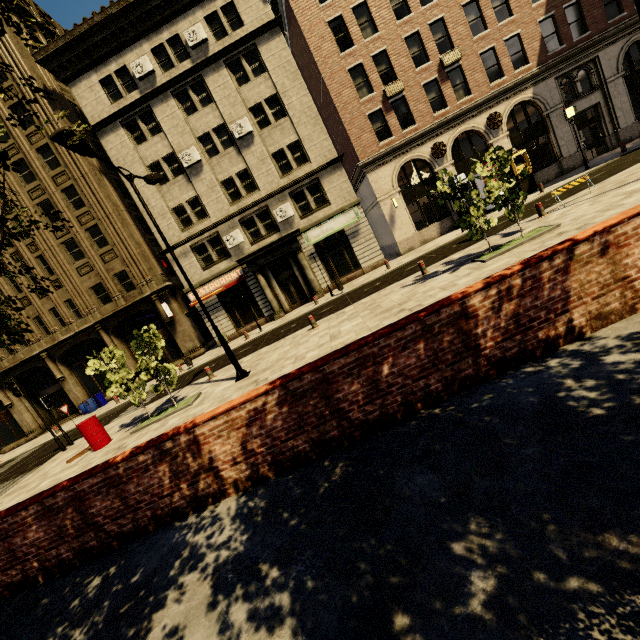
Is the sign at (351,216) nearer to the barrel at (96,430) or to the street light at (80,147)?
the street light at (80,147)

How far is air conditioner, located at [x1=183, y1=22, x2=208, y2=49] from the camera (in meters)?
20.16

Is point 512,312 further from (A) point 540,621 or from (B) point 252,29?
(B) point 252,29

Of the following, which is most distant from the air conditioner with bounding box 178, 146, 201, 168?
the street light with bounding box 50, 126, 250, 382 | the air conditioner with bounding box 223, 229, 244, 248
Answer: the street light with bounding box 50, 126, 250, 382

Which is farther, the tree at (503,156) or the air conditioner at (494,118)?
the air conditioner at (494,118)

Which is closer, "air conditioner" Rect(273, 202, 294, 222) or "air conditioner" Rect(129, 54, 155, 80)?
"air conditioner" Rect(129, 54, 155, 80)

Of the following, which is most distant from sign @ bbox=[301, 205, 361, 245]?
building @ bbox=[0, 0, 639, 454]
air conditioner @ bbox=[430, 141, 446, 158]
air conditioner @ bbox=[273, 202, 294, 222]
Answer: air conditioner @ bbox=[430, 141, 446, 158]

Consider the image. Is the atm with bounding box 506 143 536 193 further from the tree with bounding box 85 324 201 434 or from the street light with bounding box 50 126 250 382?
the street light with bounding box 50 126 250 382
